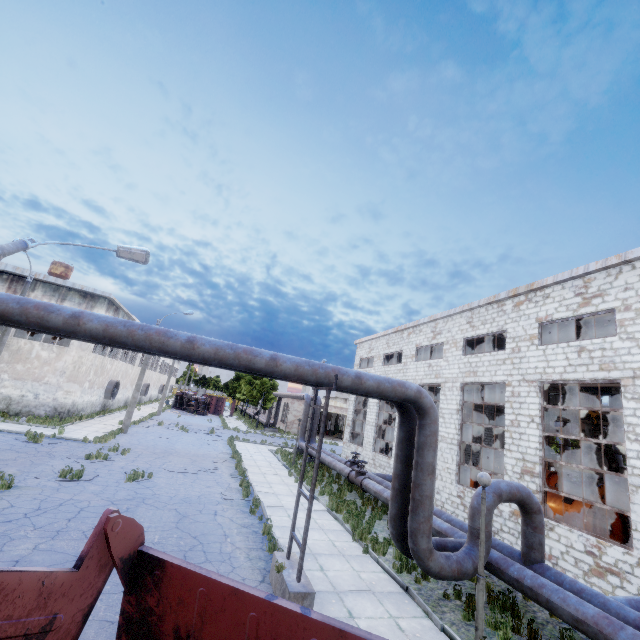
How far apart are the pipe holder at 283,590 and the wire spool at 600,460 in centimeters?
1618cm

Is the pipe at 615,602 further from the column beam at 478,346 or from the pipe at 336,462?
the column beam at 478,346

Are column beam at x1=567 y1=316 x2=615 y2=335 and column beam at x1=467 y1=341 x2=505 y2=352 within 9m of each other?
yes

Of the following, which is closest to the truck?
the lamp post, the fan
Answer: the fan

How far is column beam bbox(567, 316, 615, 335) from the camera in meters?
16.0 m

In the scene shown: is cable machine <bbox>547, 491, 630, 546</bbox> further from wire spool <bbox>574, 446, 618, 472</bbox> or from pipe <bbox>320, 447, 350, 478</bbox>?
pipe <bbox>320, 447, 350, 478</bbox>

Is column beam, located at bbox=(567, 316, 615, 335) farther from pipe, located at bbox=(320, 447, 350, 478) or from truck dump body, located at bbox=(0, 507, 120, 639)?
truck dump body, located at bbox=(0, 507, 120, 639)

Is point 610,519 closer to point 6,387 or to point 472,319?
point 472,319
